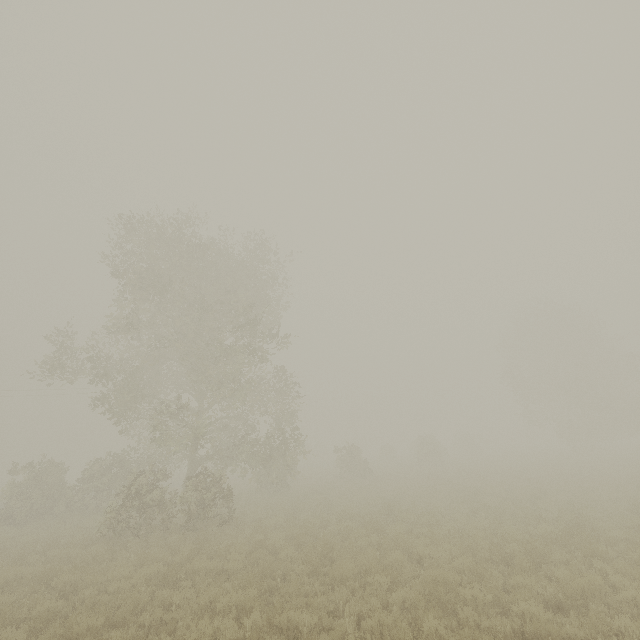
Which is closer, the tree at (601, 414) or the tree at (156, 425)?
the tree at (156, 425)

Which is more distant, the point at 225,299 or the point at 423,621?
the point at 225,299

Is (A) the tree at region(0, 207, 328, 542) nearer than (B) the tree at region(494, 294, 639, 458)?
Yes
